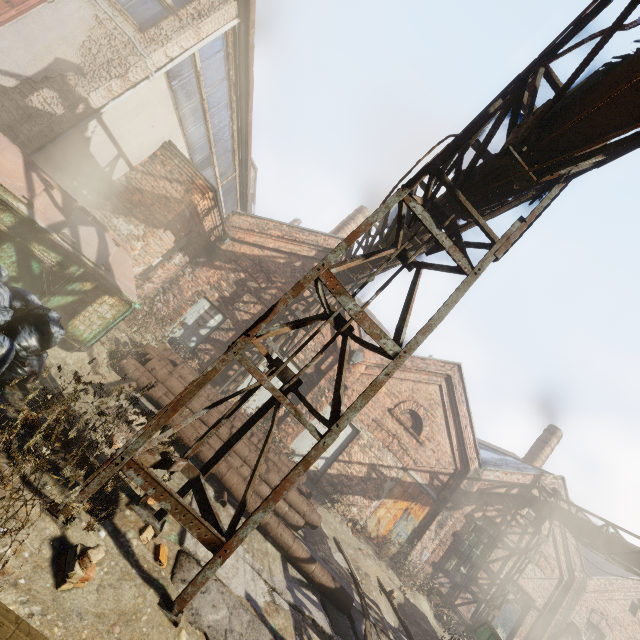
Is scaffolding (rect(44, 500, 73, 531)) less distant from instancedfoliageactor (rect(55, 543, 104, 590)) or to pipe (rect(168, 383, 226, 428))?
instancedfoliageactor (rect(55, 543, 104, 590))

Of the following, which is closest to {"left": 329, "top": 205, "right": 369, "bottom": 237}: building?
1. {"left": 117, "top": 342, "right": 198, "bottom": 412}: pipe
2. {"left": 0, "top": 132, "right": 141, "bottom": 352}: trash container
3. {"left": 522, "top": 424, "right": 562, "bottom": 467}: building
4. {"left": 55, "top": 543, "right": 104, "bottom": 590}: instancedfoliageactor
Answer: {"left": 117, "top": 342, "right": 198, "bottom": 412}: pipe

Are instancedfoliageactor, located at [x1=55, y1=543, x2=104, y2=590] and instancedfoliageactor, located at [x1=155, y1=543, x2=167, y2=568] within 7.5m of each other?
yes

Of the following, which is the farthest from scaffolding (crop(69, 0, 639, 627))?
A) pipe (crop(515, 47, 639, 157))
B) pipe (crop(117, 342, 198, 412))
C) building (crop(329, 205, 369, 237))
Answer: building (crop(329, 205, 369, 237))

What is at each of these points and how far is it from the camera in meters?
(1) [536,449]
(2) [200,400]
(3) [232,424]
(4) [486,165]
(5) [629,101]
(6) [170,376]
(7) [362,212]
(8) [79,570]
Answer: (1) building, 16.6 m
(2) pipe, 7.0 m
(3) pipe, 7.3 m
(4) pipe, 3.7 m
(5) pipe, 2.7 m
(6) pipe, 6.6 m
(7) building, 19.8 m
(8) instancedfoliageactor, 2.4 m

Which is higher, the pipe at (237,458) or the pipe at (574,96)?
the pipe at (574,96)

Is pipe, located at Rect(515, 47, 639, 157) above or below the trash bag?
above

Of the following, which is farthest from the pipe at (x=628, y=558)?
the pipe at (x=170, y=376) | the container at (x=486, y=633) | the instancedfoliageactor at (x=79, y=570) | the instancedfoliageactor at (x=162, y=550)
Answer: the instancedfoliageactor at (x=162, y=550)
